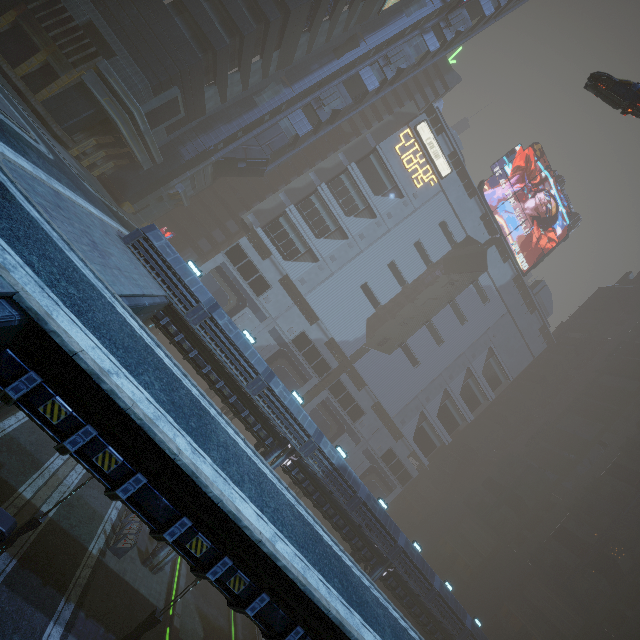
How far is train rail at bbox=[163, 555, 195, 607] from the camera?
22.22m

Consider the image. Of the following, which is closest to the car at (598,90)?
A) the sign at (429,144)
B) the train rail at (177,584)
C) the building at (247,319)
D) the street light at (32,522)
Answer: the building at (247,319)

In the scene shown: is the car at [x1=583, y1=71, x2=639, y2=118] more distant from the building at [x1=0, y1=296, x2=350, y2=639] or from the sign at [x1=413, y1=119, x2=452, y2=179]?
the sign at [x1=413, y1=119, x2=452, y2=179]

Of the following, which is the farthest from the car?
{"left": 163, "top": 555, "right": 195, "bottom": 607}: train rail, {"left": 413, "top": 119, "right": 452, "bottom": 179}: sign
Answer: {"left": 163, "top": 555, "right": 195, "bottom": 607}: train rail

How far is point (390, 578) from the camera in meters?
26.3

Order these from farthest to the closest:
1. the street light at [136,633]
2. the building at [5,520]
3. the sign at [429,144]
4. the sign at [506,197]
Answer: the sign at [506,197] < the sign at [429,144] < the street light at [136,633] < the building at [5,520]

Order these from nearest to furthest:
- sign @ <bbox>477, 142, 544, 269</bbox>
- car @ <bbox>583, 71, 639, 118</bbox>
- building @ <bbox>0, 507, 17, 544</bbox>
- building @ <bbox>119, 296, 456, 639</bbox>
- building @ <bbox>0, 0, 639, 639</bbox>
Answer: building @ <bbox>0, 507, 17, 544</bbox>, building @ <bbox>119, 296, 456, 639</bbox>, car @ <bbox>583, 71, 639, 118</bbox>, building @ <bbox>0, 0, 639, 639</bbox>, sign @ <bbox>477, 142, 544, 269</bbox>

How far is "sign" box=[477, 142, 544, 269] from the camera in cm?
5712
